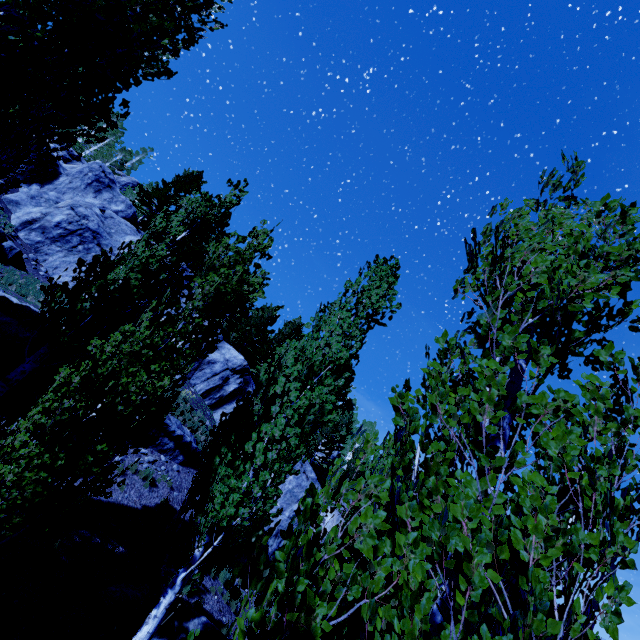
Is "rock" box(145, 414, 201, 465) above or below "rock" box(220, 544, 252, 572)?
above

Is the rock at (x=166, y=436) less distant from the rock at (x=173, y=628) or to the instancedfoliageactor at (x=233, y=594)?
the instancedfoliageactor at (x=233, y=594)

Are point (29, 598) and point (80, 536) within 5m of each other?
yes

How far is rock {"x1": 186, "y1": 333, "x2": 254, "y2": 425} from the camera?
22.4 meters

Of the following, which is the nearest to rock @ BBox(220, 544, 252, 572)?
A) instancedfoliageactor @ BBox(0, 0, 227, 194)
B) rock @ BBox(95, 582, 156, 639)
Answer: instancedfoliageactor @ BBox(0, 0, 227, 194)

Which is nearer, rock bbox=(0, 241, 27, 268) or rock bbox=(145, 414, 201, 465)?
rock bbox=(145, 414, 201, 465)

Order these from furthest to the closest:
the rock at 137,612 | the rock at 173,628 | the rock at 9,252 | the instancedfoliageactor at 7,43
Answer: the rock at 9,252
the rock at 173,628
the rock at 137,612
the instancedfoliageactor at 7,43
